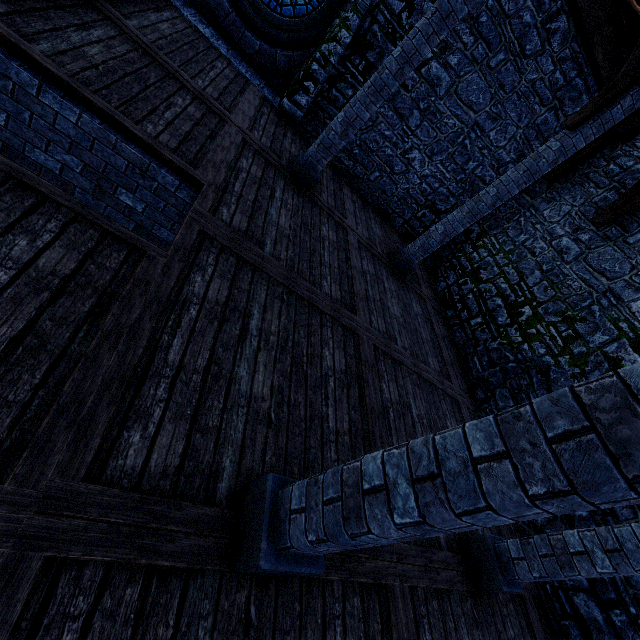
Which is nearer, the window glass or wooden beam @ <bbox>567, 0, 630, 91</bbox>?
wooden beam @ <bbox>567, 0, 630, 91</bbox>

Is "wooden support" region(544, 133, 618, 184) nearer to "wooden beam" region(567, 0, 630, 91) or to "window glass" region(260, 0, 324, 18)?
"wooden beam" region(567, 0, 630, 91)

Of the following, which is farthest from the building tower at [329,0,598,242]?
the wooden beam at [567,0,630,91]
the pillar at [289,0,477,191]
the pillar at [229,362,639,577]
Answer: the pillar at [229,362,639,577]

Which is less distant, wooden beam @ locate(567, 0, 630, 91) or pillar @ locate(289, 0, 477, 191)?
pillar @ locate(289, 0, 477, 191)

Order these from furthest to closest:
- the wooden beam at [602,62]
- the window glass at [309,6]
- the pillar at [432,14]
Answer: the window glass at [309,6] → the wooden beam at [602,62] → the pillar at [432,14]

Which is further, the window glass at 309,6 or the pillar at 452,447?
the window glass at 309,6

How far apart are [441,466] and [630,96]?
7.58m

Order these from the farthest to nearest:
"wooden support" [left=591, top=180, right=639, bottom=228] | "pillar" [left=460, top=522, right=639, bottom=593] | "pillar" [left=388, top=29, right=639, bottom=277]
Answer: "wooden support" [left=591, top=180, right=639, bottom=228] → "pillar" [left=388, top=29, right=639, bottom=277] → "pillar" [left=460, top=522, right=639, bottom=593]
